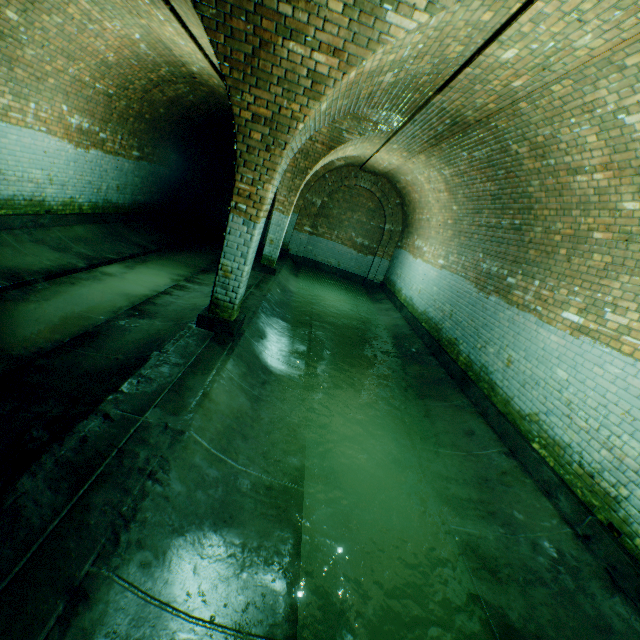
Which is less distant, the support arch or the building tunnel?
the building tunnel

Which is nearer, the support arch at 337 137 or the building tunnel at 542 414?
the building tunnel at 542 414

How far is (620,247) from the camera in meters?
3.9
